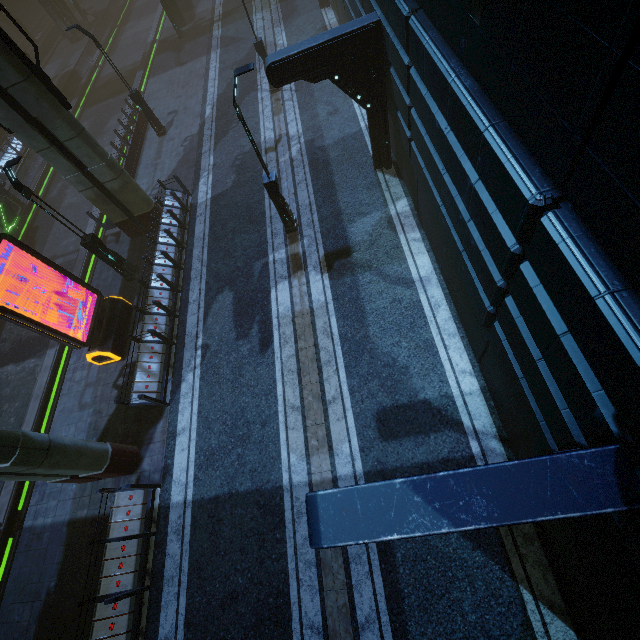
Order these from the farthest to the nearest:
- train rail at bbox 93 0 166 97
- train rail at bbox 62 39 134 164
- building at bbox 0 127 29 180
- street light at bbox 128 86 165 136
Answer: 1. train rail at bbox 93 0 166 97
2. train rail at bbox 62 39 134 164
3. building at bbox 0 127 29 180
4. street light at bbox 128 86 165 136

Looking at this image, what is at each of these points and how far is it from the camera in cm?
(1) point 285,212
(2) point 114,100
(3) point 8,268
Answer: (1) street light, 1221
(2) train rail, 2762
(3) train rail, 1928

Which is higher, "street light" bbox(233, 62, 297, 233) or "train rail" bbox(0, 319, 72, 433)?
"street light" bbox(233, 62, 297, 233)

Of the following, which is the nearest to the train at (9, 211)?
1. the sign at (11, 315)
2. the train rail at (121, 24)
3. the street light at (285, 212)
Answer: the train rail at (121, 24)

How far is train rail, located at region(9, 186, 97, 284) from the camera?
16.86m

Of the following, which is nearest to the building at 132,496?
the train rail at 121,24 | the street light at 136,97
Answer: the train rail at 121,24

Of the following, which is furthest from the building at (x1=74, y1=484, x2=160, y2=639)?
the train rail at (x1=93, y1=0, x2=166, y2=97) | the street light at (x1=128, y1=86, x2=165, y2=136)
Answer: the street light at (x1=128, y1=86, x2=165, y2=136)

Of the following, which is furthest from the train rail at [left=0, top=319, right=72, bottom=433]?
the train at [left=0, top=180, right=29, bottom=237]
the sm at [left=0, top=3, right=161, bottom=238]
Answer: the sm at [left=0, top=3, right=161, bottom=238]
